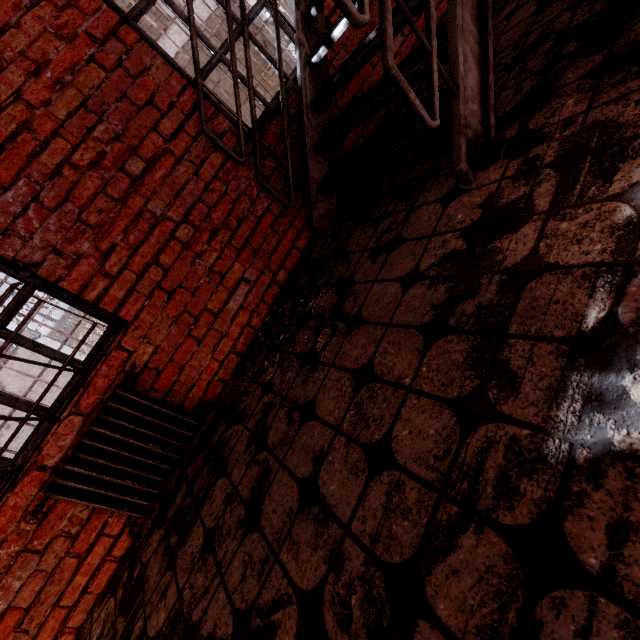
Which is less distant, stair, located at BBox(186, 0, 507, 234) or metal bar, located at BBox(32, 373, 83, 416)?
stair, located at BBox(186, 0, 507, 234)

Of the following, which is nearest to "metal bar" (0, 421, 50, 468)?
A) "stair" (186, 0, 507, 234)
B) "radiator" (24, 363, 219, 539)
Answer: "radiator" (24, 363, 219, 539)

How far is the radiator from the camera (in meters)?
1.88

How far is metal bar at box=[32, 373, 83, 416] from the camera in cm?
192

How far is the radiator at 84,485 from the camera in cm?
188

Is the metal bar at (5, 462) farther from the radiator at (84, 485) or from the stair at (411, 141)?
the stair at (411, 141)

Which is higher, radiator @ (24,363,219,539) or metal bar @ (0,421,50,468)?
metal bar @ (0,421,50,468)

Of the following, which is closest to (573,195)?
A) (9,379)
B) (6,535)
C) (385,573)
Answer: (385,573)
